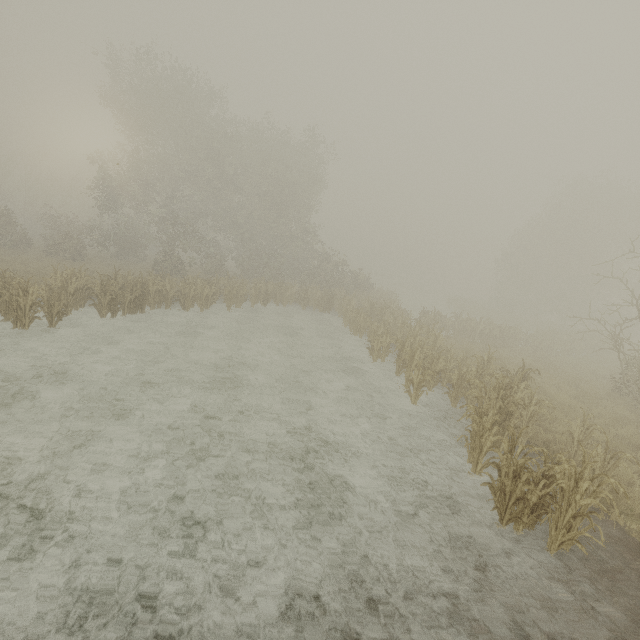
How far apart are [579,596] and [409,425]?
4.7 meters
